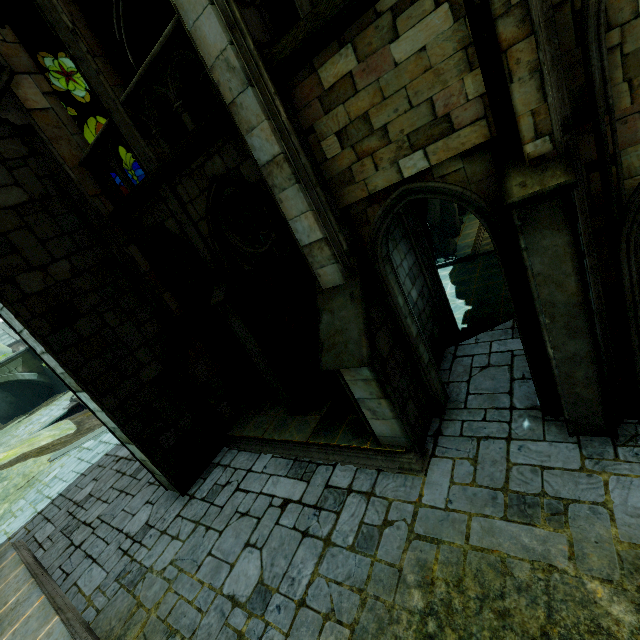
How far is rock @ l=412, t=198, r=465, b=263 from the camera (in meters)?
9.64

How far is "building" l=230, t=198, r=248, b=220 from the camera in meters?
11.2 m

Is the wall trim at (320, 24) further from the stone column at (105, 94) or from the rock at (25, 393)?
the rock at (25, 393)

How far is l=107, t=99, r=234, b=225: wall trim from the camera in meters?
5.1

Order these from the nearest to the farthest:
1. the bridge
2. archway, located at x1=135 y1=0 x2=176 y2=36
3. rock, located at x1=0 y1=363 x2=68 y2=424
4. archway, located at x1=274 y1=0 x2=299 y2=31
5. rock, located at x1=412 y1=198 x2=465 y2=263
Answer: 1. archway, located at x1=274 y1=0 x2=299 y2=31
2. archway, located at x1=135 y1=0 x2=176 y2=36
3. rock, located at x1=412 y1=198 x2=465 y2=263
4. the bridge
5. rock, located at x1=0 y1=363 x2=68 y2=424

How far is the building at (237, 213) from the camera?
11.2m

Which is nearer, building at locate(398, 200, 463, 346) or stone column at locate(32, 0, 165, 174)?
stone column at locate(32, 0, 165, 174)

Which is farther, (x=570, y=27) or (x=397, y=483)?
(x=397, y=483)
